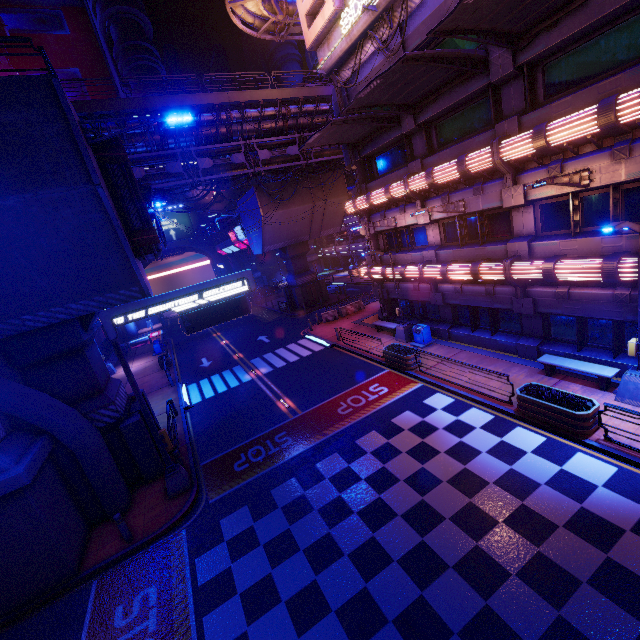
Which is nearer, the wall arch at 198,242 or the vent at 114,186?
the vent at 114,186

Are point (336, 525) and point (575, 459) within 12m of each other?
yes

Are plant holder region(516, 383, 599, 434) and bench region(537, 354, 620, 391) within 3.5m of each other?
yes

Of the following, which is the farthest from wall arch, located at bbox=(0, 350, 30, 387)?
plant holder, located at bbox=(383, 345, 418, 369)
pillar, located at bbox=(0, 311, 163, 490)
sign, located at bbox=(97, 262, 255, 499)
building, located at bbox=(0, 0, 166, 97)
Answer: building, located at bbox=(0, 0, 166, 97)

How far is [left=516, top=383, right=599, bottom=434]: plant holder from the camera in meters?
9.7 m

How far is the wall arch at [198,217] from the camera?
57.4m

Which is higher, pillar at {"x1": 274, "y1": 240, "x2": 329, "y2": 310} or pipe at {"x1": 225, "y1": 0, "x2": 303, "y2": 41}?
pipe at {"x1": 225, "y1": 0, "x2": 303, "y2": 41}

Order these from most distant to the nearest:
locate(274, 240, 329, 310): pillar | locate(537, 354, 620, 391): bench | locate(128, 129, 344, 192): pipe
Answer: locate(274, 240, 329, 310): pillar → locate(128, 129, 344, 192): pipe → locate(537, 354, 620, 391): bench
